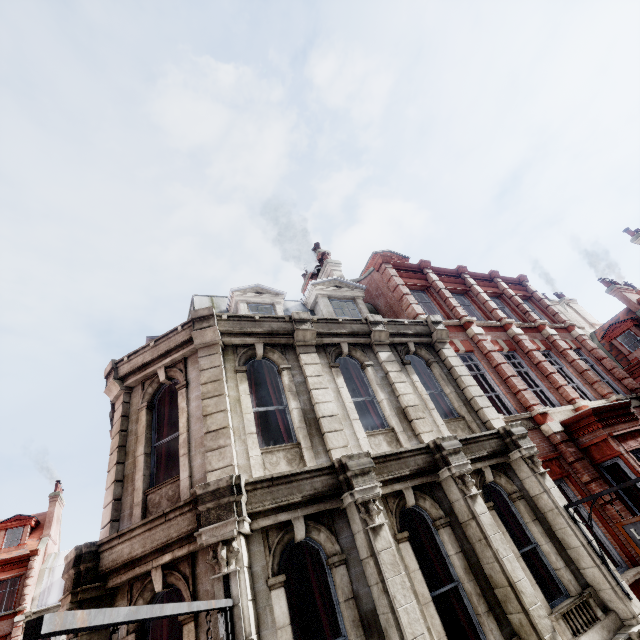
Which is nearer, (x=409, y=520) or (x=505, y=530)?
(x=505, y=530)

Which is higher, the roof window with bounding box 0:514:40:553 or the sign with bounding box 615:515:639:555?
the roof window with bounding box 0:514:40:553

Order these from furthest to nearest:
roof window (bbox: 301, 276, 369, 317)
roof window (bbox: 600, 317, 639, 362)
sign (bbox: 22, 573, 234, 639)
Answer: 1. roof window (bbox: 600, 317, 639, 362)
2. roof window (bbox: 301, 276, 369, 317)
3. sign (bbox: 22, 573, 234, 639)

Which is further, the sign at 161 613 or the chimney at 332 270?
the chimney at 332 270

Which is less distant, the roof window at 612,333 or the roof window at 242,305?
the roof window at 242,305

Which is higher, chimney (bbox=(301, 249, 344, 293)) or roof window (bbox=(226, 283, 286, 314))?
chimney (bbox=(301, 249, 344, 293))

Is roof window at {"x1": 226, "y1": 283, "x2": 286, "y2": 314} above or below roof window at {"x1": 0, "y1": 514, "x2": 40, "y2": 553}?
below

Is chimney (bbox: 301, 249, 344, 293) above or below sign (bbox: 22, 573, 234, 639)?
above
